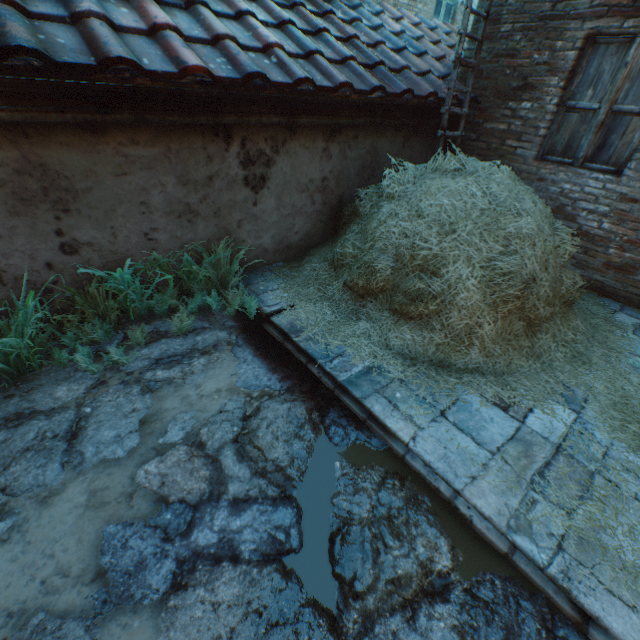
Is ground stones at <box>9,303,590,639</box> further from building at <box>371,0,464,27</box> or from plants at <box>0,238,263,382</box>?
building at <box>371,0,464,27</box>

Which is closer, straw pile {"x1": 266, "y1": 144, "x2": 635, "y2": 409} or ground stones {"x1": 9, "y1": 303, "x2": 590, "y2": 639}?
ground stones {"x1": 9, "y1": 303, "x2": 590, "y2": 639}

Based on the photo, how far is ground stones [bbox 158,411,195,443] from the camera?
2.24m

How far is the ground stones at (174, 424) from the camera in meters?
2.2

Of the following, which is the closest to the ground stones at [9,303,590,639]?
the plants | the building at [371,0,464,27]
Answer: the plants

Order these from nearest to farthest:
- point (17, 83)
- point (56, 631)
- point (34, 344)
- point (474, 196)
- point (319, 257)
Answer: point (56, 631) → point (17, 83) → point (34, 344) → point (474, 196) → point (319, 257)

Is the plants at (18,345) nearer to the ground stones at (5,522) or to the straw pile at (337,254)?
the ground stones at (5,522)

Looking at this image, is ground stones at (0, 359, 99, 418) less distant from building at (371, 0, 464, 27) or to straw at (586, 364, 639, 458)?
straw at (586, 364, 639, 458)
